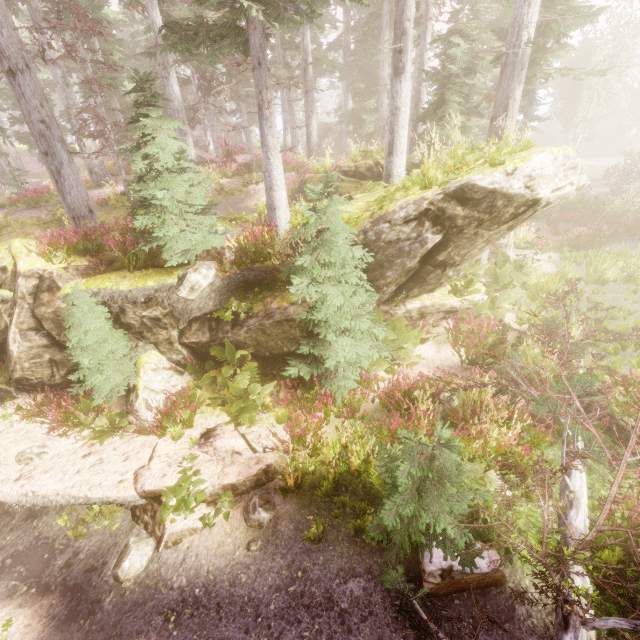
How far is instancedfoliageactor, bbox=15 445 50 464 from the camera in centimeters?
697cm

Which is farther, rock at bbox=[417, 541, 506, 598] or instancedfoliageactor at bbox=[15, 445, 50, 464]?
instancedfoliageactor at bbox=[15, 445, 50, 464]

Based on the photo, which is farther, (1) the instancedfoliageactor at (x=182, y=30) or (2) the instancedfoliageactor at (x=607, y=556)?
(1) the instancedfoliageactor at (x=182, y=30)

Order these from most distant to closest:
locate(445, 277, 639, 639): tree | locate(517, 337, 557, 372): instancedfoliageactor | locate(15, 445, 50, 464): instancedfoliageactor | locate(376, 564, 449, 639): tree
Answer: locate(517, 337, 557, 372): instancedfoliageactor, locate(15, 445, 50, 464): instancedfoliageactor, locate(376, 564, 449, 639): tree, locate(445, 277, 639, 639): tree

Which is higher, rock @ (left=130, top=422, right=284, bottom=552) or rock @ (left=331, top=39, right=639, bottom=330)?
rock @ (left=331, top=39, right=639, bottom=330)

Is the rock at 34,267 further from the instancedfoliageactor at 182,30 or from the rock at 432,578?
the rock at 432,578

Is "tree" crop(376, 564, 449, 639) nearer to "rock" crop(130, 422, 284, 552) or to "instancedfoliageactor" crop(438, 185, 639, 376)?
"instancedfoliageactor" crop(438, 185, 639, 376)

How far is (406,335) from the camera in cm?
911
